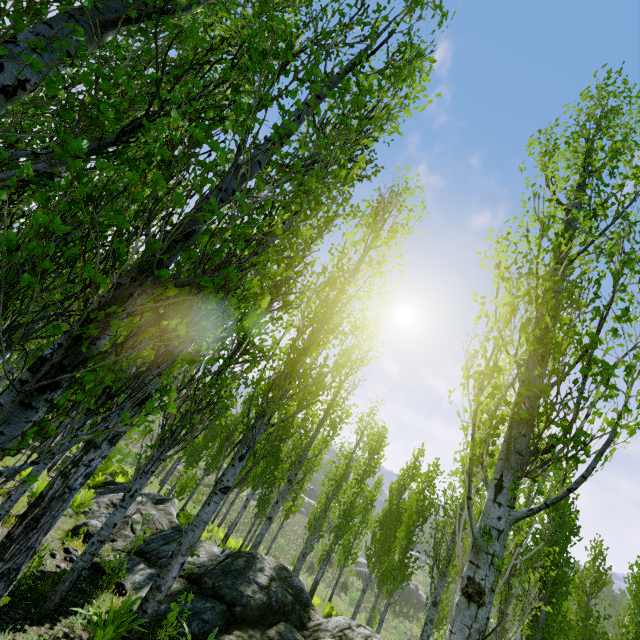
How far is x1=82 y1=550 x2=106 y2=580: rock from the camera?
6.00m

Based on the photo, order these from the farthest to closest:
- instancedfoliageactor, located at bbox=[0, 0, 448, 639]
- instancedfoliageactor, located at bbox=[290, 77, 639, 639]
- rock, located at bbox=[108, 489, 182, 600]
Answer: rock, located at bbox=[108, 489, 182, 600] < instancedfoliageactor, located at bbox=[290, 77, 639, 639] < instancedfoliageactor, located at bbox=[0, 0, 448, 639]

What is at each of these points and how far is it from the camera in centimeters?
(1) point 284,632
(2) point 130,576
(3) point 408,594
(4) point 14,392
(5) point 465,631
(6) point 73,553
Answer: (1) rock, 638cm
(2) rock, 701cm
(3) rock, 4300cm
(4) instancedfoliageactor, 140cm
(5) instancedfoliageactor, 273cm
(6) rock, 657cm

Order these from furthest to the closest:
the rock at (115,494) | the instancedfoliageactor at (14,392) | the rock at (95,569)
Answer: the rock at (115,494) → the rock at (95,569) → the instancedfoliageactor at (14,392)

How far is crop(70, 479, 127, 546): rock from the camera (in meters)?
7.63

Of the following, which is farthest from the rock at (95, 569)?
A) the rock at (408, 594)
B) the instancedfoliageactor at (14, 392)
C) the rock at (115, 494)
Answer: the rock at (408, 594)
